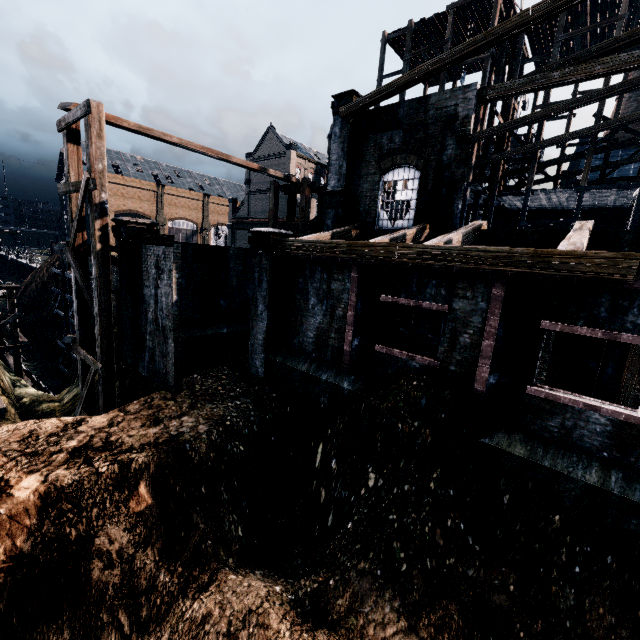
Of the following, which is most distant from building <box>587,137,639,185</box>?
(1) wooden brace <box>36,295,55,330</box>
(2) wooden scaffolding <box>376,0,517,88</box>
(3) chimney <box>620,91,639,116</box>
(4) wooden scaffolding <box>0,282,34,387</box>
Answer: (1) wooden brace <box>36,295,55,330</box>

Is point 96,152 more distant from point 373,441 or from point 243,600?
point 243,600

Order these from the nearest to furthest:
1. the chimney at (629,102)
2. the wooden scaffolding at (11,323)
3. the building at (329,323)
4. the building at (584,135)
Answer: the building at (329,323) → the building at (584,135) → the wooden scaffolding at (11,323) → the chimney at (629,102)

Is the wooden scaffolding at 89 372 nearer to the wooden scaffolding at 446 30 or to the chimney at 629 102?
the wooden scaffolding at 446 30

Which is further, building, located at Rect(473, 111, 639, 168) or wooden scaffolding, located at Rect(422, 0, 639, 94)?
wooden scaffolding, located at Rect(422, 0, 639, 94)

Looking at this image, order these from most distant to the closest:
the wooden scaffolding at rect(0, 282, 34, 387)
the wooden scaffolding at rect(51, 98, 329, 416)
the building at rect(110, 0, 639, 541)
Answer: the wooden scaffolding at rect(0, 282, 34, 387) → the wooden scaffolding at rect(51, 98, 329, 416) → the building at rect(110, 0, 639, 541)

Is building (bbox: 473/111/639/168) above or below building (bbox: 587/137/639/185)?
below

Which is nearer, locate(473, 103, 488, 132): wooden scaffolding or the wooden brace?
locate(473, 103, 488, 132): wooden scaffolding
